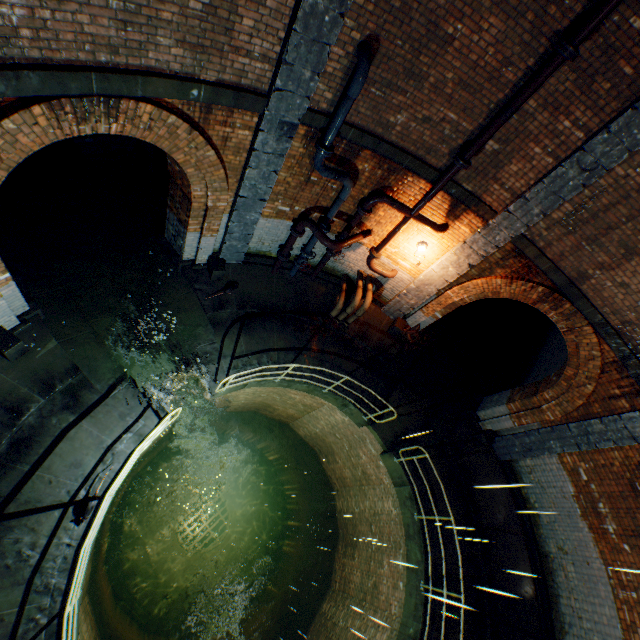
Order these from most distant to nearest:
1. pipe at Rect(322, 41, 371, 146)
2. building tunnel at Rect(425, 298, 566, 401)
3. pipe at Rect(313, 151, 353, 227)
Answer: building tunnel at Rect(425, 298, 566, 401)
pipe at Rect(313, 151, 353, 227)
pipe at Rect(322, 41, 371, 146)

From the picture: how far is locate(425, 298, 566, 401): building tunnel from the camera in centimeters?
1178cm

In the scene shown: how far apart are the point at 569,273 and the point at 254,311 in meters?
7.8

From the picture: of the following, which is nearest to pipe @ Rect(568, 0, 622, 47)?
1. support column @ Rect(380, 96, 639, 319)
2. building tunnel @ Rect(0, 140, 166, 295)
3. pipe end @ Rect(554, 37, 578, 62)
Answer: pipe end @ Rect(554, 37, 578, 62)

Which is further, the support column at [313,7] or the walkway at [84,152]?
the walkway at [84,152]

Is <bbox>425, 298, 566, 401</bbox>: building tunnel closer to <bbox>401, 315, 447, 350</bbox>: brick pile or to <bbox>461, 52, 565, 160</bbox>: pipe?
<bbox>401, 315, 447, 350</bbox>: brick pile

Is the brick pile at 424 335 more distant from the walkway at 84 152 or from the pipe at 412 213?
the walkway at 84 152

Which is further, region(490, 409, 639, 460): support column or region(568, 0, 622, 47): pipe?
region(490, 409, 639, 460): support column
